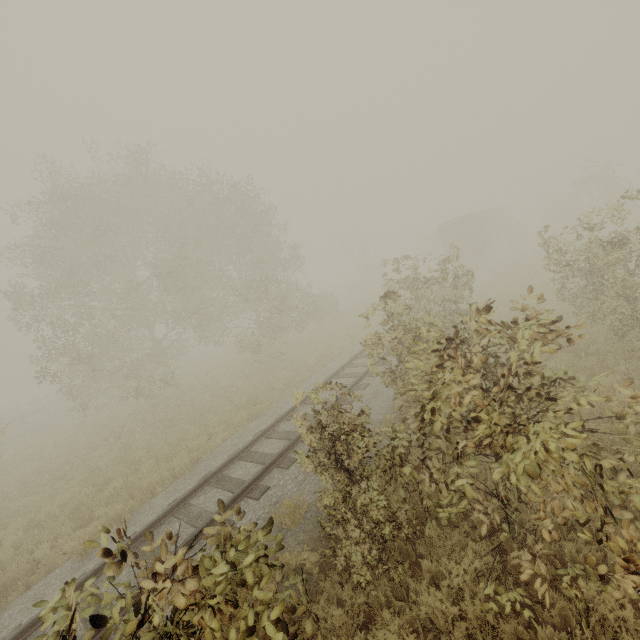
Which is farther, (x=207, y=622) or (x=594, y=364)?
(x=594, y=364)

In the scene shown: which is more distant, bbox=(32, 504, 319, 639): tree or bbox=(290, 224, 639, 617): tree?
bbox=(290, 224, 639, 617): tree

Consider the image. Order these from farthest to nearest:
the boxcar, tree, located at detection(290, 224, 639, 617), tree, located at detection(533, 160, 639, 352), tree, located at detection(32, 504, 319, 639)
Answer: the boxcar → tree, located at detection(533, 160, 639, 352) → tree, located at detection(290, 224, 639, 617) → tree, located at detection(32, 504, 319, 639)

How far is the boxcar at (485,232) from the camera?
29.5 meters

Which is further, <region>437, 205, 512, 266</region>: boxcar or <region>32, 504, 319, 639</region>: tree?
<region>437, 205, 512, 266</region>: boxcar

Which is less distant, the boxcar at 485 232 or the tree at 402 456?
the tree at 402 456
